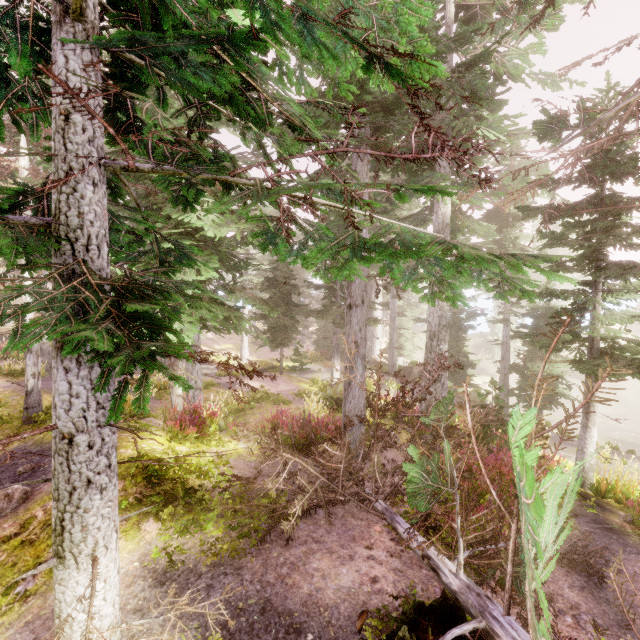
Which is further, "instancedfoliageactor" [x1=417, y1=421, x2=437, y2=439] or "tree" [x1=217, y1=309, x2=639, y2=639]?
"instancedfoliageactor" [x1=417, y1=421, x2=437, y2=439]

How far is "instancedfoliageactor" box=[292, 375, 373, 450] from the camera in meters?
8.7

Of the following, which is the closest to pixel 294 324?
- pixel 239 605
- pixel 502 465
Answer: A: pixel 502 465

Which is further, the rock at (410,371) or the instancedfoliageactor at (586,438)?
the rock at (410,371)

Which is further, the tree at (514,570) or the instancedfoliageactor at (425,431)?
the instancedfoliageactor at (425,431)

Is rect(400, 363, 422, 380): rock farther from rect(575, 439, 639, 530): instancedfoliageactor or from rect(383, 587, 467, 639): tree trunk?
rect(383, 587, 467, 639): tree trunk

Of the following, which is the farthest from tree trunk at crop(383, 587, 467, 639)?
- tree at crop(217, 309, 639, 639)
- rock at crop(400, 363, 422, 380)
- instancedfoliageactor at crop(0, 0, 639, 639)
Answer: rock at crop(400, 363, 422, 380)

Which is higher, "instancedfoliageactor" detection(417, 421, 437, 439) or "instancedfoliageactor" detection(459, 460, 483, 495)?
"instancedfoliageactor" detection(459, 460, 483, 495)
